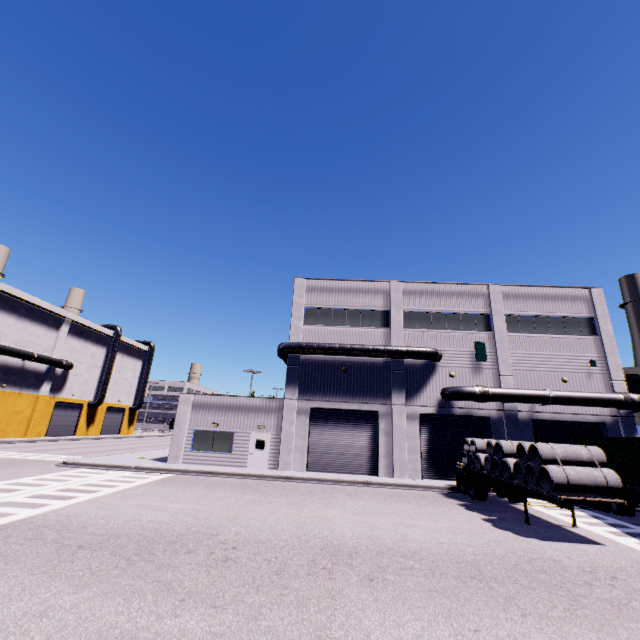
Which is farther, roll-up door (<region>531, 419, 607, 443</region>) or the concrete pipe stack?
roll-up door (<region>531, 419, 607, 443</region>)

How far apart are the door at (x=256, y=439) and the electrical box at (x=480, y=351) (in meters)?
16.29

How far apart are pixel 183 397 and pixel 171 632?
20.7 meters

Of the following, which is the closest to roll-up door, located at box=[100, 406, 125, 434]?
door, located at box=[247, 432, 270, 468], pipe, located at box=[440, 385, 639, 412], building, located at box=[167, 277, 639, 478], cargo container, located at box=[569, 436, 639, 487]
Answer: building, located at box=[167, 277, 639, 478]

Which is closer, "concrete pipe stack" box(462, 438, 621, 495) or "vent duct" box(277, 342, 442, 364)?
"concrete pipe stack" box(462, 438, 621, 495)

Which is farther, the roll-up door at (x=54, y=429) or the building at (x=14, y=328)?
the roll-up door at (x=54, y=429)

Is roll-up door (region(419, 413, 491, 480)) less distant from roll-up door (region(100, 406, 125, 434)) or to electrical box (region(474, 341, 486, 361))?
electrical box (region(474, 341, 486, 361))

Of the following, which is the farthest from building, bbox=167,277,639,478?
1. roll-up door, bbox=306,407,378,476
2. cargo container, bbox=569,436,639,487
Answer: cargo container, bbox=569,436,639,487
